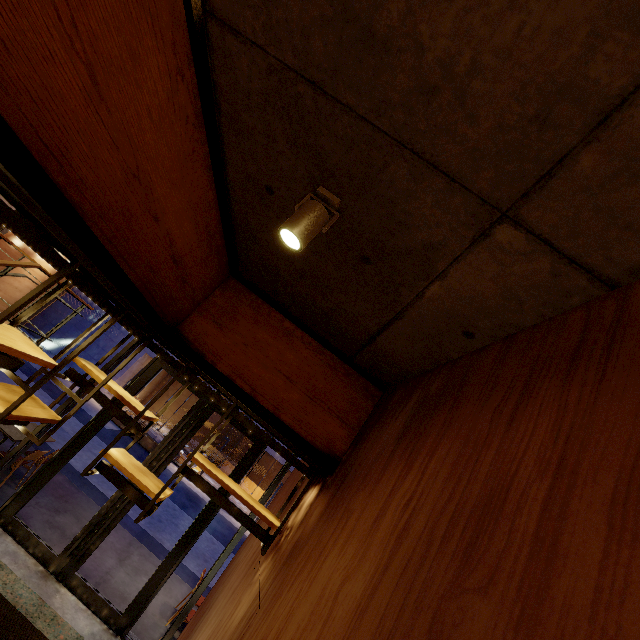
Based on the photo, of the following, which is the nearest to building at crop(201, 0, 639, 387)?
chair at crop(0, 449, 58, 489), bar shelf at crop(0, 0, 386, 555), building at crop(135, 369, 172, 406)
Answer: bar shelf at crop(0, 0, 386, 555)

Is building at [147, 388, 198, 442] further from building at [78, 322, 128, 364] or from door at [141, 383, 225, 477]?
door at [141, 383, 225, 477]

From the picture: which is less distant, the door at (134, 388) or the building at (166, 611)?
the building at (166, 611)

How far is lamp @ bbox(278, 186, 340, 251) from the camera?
1.6m

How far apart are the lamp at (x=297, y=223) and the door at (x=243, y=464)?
5.5m

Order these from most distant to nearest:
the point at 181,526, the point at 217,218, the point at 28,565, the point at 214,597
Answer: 1. the point at 181,526
2. the point at 28,565
3. the point at 214,597
4. the point at 217,218

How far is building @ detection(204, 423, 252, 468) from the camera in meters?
27.2 m

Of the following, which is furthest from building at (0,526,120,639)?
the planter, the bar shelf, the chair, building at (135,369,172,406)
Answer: building at (135,369,172,406)
